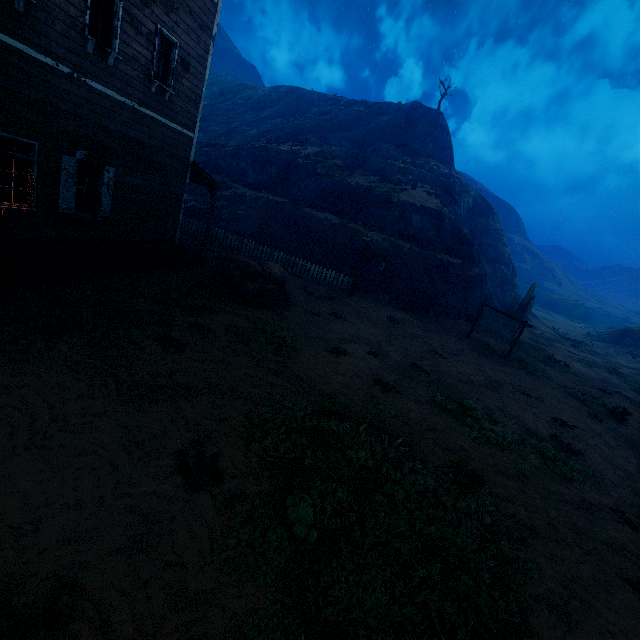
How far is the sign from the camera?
16.14m

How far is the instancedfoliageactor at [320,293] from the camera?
15.99m

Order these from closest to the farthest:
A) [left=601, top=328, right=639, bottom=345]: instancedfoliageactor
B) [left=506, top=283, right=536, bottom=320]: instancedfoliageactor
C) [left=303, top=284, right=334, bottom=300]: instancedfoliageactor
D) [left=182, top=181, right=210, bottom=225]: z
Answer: [left=303, top=284, right=334, bottom=300]: instancedfoliageactor → [left=182, top=181, right=210, bottom=225]: z → [left=506, top=283, right=536, bottom=320]: instancedfoliageactor → [left=601, top=328, right=639, bottom=345]: instancedfoliageactor

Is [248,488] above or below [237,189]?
below

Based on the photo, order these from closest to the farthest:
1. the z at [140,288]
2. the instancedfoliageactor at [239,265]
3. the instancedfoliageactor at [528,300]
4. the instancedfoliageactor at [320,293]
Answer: the z at [140,288], the instancedfoliageactor at [239,265], the instancedfoliageactor at [320,293], the instancedfoliageactor at [528,300]

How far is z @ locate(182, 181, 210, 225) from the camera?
22.2 meters

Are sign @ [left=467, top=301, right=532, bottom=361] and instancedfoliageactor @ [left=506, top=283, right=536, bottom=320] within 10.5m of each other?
yes

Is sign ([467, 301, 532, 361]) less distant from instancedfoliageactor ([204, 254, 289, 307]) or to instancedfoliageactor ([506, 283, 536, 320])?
instancedfoliageactor ([506, 283, 536, 320])
